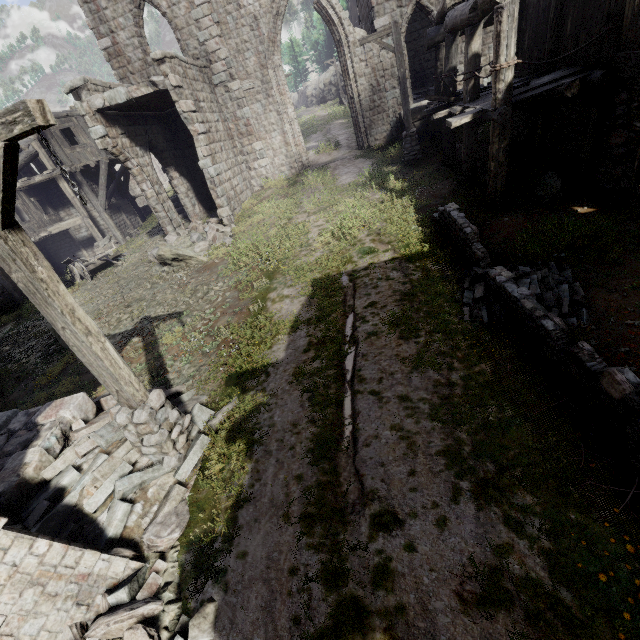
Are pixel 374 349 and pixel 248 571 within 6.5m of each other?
yes

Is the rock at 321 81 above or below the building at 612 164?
above

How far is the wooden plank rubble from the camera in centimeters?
1836cm

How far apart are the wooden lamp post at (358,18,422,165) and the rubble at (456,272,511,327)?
8.72m

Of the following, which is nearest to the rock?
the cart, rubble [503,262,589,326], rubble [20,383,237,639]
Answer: the cart

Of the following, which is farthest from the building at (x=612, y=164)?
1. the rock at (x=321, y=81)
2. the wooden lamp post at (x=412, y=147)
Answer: the rock at (x=321, y=81)

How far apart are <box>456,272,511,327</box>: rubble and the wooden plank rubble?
15.2m

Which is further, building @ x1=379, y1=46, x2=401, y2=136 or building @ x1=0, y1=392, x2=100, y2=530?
building @ x1=379, y1=46, x2=401, y2=136
